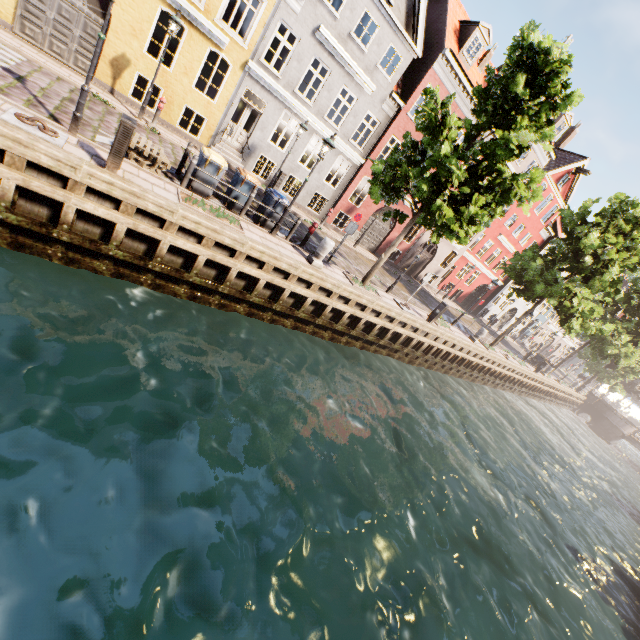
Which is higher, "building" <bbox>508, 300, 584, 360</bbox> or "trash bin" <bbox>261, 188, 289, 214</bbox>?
"building" <bbox>508, 300, 584, 360</bbox>

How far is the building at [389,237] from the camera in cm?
2242

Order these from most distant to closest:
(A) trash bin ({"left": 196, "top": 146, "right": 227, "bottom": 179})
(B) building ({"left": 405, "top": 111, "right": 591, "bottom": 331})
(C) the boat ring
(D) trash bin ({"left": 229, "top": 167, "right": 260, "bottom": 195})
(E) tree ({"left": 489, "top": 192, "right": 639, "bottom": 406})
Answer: (B) building ({"left": 405, "top": 111, "right": 591, "bottom": 331})
(E) tree ({"left": 489, "top": 192, "right": 639, "bottom": 406})
(D) trash bin ({"left": 229, "top": 167, "right": 260, "bottom": 195})
(A) trash bin ({"left": 196, "top": 146, "right": 227, "bottom": 179})
(C) the boat ring

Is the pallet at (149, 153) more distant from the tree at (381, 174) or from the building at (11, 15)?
the building at (11, 15)

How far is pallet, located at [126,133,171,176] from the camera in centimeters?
876cm

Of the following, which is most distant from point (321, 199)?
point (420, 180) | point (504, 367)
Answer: point (504, 367)

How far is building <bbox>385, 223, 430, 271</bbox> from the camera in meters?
24.6 m

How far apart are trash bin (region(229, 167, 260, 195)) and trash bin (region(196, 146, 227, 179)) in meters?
0.4
